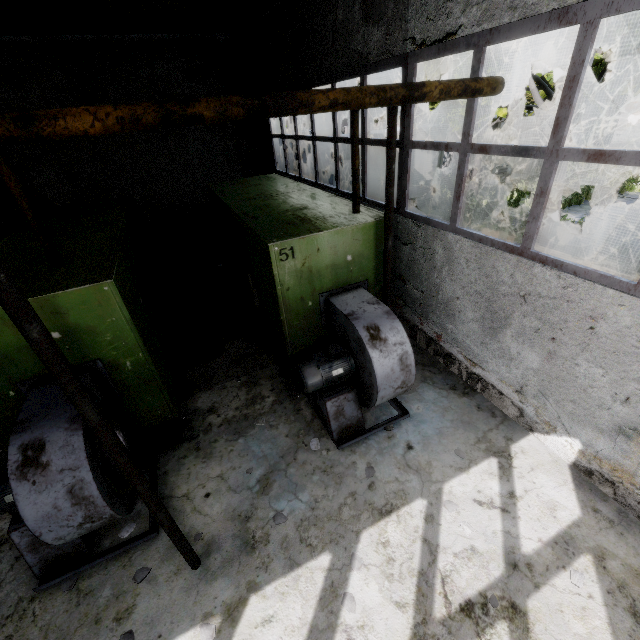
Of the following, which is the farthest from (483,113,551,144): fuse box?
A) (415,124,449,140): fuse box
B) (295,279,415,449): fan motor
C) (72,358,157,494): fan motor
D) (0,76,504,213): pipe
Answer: (72,358,157,494): fan motor

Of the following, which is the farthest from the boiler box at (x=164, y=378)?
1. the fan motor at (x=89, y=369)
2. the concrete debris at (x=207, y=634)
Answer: the concrete debris at (x=207, y=634)

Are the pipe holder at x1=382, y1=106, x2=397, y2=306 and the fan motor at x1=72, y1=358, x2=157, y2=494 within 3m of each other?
no

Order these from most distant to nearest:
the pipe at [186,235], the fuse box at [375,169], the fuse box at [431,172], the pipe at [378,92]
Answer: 1. the fuse box at [431,172]
2. the fuse box at [375,169]
3. the pipe at [186,235]
4. the pipe at [378,92]

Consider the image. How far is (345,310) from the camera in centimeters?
477cm

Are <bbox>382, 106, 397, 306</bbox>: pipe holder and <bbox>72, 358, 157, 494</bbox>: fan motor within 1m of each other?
no

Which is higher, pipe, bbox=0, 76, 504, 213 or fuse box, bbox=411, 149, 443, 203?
pipe, bbox=0, 76, 504, 213

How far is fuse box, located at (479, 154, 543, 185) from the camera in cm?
1836
